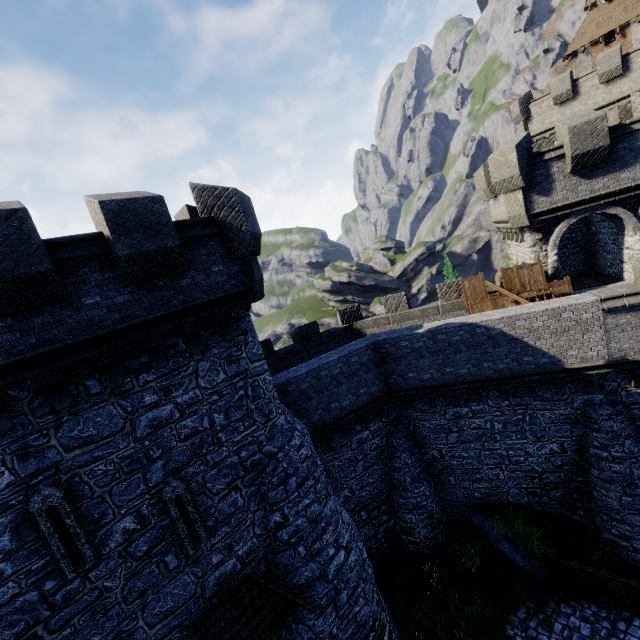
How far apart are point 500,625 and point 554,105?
36.20m

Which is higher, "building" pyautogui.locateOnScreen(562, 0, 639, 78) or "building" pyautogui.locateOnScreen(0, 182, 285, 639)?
"building" pyautogui.locateOnScreen(562, 0, 639, 78)

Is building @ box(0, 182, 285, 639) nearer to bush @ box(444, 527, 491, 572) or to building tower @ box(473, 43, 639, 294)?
bush @ box(444, 527, 491, 572)

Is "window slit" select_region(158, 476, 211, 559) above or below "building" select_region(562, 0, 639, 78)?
below

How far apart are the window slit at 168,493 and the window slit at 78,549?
1.3 meters

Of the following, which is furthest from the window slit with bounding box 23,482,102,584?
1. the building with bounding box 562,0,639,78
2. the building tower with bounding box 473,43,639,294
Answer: the building with bounding box 562,0,639,78

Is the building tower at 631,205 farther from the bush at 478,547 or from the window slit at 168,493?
the window slit at 168,493

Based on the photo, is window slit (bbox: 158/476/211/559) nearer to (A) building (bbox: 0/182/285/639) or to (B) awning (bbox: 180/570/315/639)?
(A) building (bbox: 0/182/285/639)
